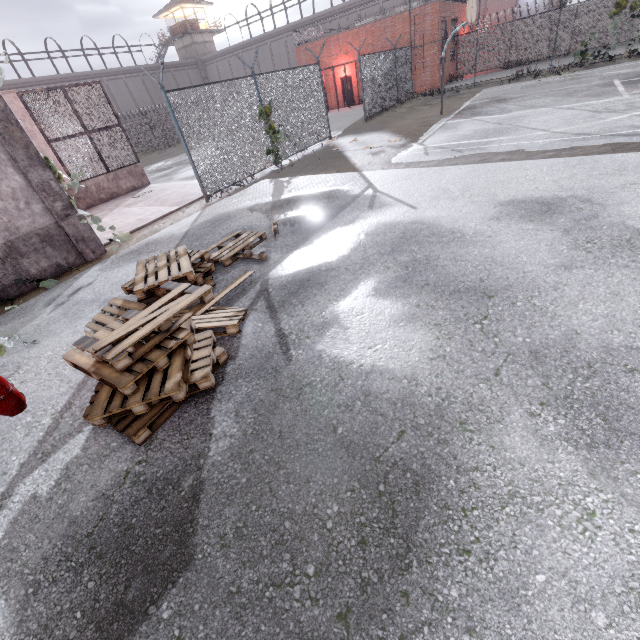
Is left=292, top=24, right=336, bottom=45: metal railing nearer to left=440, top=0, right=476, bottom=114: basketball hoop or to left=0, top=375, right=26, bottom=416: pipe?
left=440, top=0, right=476, bottom=114: basketball hoop

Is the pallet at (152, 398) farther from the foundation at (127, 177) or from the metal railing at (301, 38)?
the metal railing at (301, 38)

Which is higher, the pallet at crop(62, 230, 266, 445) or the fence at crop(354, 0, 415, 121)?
the fence at crop(354, 0, 415, 121)

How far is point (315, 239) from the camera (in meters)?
5.89

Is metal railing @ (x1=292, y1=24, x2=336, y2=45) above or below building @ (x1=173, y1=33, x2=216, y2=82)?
below

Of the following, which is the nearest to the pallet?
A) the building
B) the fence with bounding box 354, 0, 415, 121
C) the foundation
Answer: the fence with bounding box 354, 0, 415, 121

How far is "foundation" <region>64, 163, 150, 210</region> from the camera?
12.8 meters

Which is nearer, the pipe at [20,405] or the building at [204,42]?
the pipe at [20,405]
